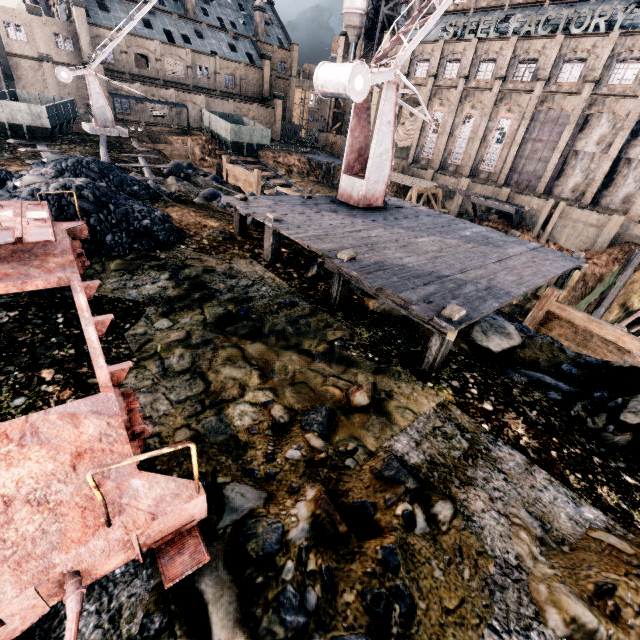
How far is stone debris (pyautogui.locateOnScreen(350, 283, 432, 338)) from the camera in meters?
8.7 m

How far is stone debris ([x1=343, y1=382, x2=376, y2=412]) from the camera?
5.3 meters

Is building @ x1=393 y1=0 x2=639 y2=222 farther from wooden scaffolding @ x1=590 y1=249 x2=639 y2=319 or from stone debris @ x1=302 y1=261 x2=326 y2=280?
stone debris @ x1=302 y1=261 x2=326 y2=280

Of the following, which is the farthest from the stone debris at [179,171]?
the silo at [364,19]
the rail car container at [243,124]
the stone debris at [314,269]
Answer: the silo at [364,19]

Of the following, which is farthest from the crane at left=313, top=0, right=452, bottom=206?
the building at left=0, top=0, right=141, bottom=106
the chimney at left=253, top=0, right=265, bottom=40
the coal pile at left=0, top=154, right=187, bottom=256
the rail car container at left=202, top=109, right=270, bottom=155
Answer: the chimney at left=253, top=0, right=265, bottom=40

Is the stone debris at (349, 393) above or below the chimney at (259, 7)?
below

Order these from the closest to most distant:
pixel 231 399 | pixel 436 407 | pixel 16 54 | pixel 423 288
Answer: pixel 231 399 < pixel 436 407 < pixel 423 288 < pixel 16 54

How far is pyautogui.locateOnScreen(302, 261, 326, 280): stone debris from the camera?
9.48m
